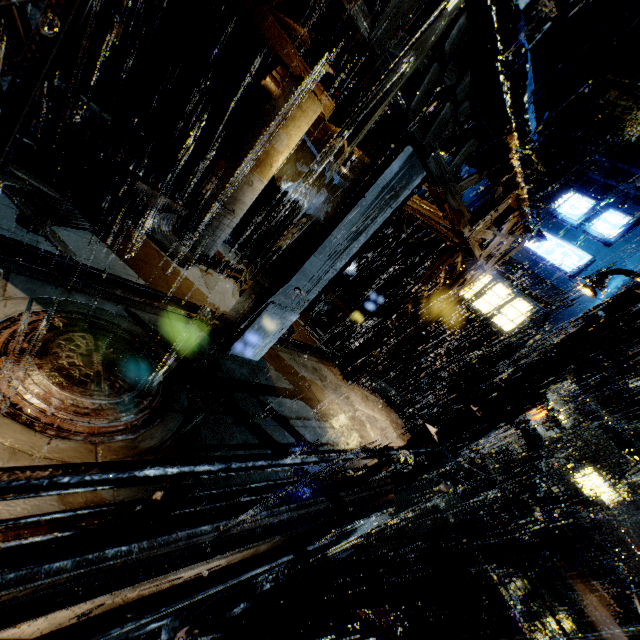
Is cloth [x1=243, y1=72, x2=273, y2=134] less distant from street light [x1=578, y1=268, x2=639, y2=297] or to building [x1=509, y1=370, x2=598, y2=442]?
building [x1=509, y1=370, x2=598, y2=442]

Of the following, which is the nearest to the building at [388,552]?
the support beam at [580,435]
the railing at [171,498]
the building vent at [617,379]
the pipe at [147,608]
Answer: the building vent at [617,379]

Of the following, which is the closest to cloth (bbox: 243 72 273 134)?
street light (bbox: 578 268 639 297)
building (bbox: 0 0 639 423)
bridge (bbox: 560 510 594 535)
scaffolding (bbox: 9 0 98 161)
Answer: building (bbox: 0 0 639 423)

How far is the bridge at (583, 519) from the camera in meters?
18.9

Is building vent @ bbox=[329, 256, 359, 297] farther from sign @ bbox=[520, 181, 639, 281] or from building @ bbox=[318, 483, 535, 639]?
sign @ bbox=[520, 181, 639, 281]

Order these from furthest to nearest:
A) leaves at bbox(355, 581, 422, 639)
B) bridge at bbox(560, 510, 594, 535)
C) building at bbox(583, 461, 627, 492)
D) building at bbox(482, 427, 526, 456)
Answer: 1. building at bbox(583, 461, 627, 492)
2. building at bbox(482, 427, 526, 456)
3. bridge at bbox(560, 510, 594, 535)
4. leaves at bbox(355, 581, 422, 639)

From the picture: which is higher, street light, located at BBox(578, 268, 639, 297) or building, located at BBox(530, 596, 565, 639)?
street light, located at BBox(578, 268, 639, 297)

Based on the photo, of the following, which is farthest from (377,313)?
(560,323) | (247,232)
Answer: (247,232)
